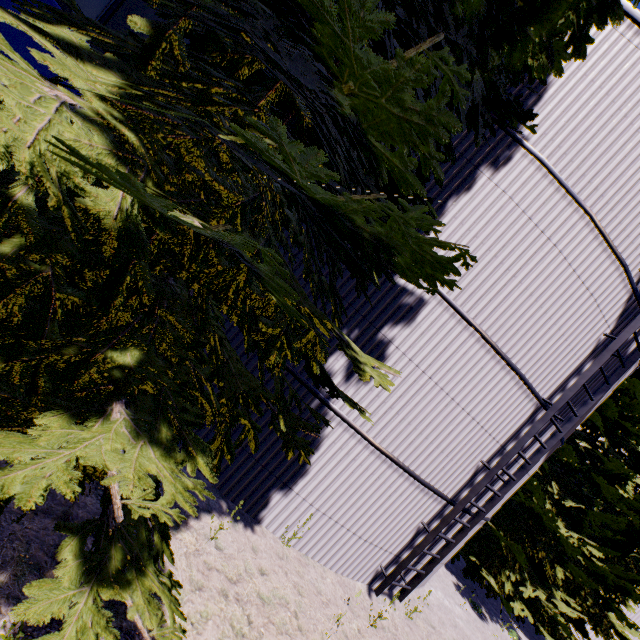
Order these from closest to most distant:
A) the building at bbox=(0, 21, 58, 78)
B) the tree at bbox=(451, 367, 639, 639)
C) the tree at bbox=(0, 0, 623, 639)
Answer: the tree at bbox=(0, 0, 623, 639) < the building at bbox=(0, 21, 58, 78) < the tree at bbox=(451, 367, 639, 639)

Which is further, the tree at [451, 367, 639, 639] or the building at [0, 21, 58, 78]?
the tree at [451, 367, 639, 639]

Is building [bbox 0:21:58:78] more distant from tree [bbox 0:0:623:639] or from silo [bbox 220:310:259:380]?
silo [bbox 220:310:259:380]

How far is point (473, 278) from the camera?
6.3 meters

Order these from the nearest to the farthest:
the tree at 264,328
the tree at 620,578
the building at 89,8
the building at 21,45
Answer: the tree at 264,328
the building at 21,45
the building at 89,8
the tree at 620,578

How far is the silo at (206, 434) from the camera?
6.4 meters
